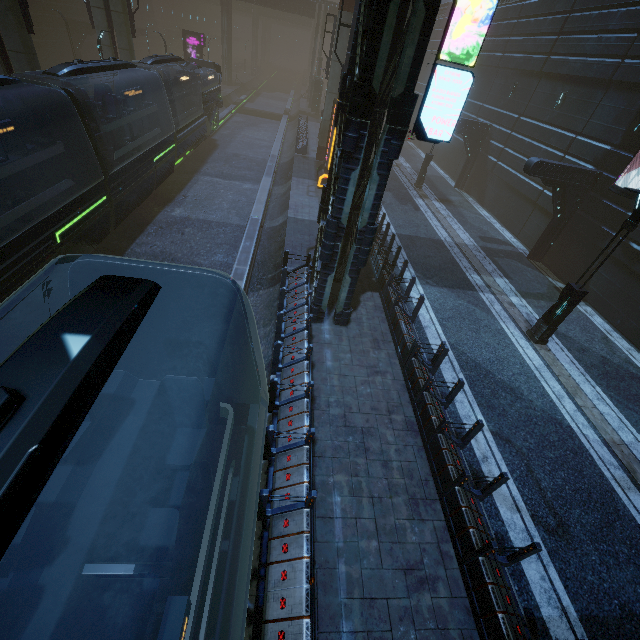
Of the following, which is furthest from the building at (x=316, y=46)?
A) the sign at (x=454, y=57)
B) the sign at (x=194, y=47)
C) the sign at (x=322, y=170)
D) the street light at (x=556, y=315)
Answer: the street light at (x=556, y=315)

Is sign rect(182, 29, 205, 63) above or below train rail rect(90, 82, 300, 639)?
above

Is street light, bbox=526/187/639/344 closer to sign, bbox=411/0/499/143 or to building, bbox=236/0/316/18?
building, bbox=236/0/316/18

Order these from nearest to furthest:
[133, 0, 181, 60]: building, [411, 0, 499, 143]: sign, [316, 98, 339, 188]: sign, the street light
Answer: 1. [411, 0, 499, 143]: sign
2. the street light
3. [316, 98, 339, 188]: sign
4. [133, 0, 181, 60]: building

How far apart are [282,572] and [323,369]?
5.0m

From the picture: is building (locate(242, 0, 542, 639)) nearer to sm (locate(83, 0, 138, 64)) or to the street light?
sm (locate(83, 0, 138, 64))

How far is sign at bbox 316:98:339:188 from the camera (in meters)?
19.33

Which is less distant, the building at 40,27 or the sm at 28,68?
the sm at 28,68
